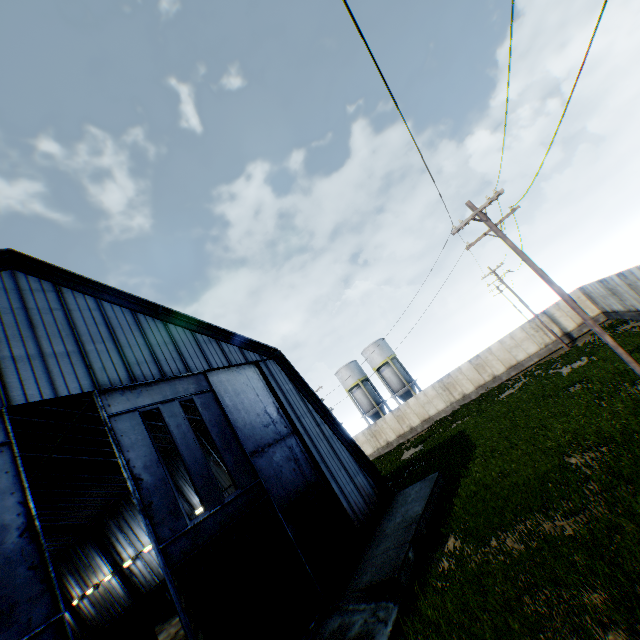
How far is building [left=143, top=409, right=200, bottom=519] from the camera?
22.23m

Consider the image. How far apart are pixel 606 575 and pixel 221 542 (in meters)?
10.30

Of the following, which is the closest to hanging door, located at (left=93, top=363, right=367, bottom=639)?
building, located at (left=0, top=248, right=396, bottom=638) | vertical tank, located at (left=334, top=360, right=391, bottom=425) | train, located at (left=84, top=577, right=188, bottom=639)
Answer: building, located at (left=0, top=248, right=396, bottom=638)

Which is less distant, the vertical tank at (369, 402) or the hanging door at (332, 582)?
the hanging door at (332, 582)

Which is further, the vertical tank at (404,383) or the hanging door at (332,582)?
the vertical tank at (404,383)

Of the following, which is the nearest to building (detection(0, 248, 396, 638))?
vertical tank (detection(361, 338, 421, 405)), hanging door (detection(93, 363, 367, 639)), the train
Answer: hanging door (detection(93, 363, 367, 639))

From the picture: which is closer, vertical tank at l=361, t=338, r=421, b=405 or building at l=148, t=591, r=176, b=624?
building at l=148, t=591, r=176, b=624
